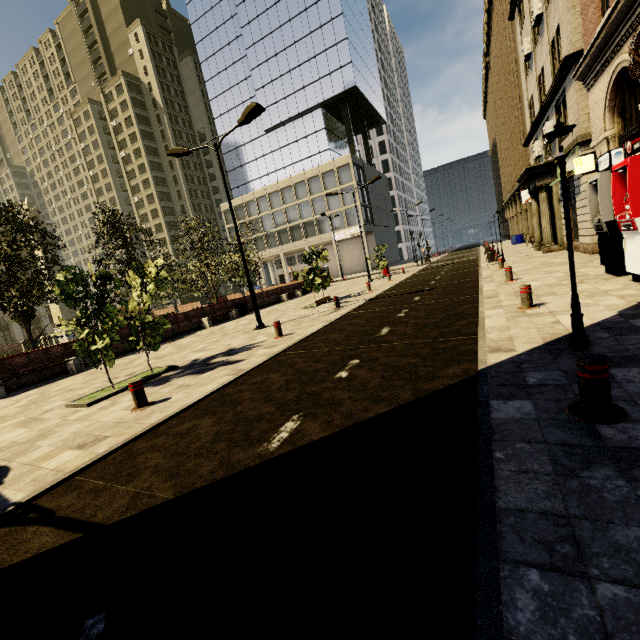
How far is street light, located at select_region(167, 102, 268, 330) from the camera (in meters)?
11.42

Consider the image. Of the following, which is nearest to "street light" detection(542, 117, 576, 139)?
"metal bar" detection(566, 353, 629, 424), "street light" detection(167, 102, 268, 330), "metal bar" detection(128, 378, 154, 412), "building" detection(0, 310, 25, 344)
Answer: "metal bar" detection(566, 353, 629, 424)

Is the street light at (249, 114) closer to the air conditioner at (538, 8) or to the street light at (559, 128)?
the street light at (559, 128)

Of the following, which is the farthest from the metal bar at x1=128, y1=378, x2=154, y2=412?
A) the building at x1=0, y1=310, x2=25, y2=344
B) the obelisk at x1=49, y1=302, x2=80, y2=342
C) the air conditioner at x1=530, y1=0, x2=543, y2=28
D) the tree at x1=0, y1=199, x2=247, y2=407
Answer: the building at x1=0, y1=310, x2=25, y2=344

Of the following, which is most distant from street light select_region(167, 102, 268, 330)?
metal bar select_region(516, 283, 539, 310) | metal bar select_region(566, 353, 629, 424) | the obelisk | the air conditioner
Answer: the obelisk

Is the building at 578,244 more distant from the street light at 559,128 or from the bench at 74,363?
the bench at 74,363

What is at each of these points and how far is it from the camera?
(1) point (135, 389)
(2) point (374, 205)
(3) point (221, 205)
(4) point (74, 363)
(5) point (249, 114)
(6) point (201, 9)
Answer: (1) metal bar, 6.2 meters
(2) building, 53.0 meters
(3) building, 57.2 meters
(4) bench, 12.4 meters
(5) street light, 11.4 meters
(6) building, 52.5 meters

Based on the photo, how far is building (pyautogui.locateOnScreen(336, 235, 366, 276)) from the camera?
52.7m
